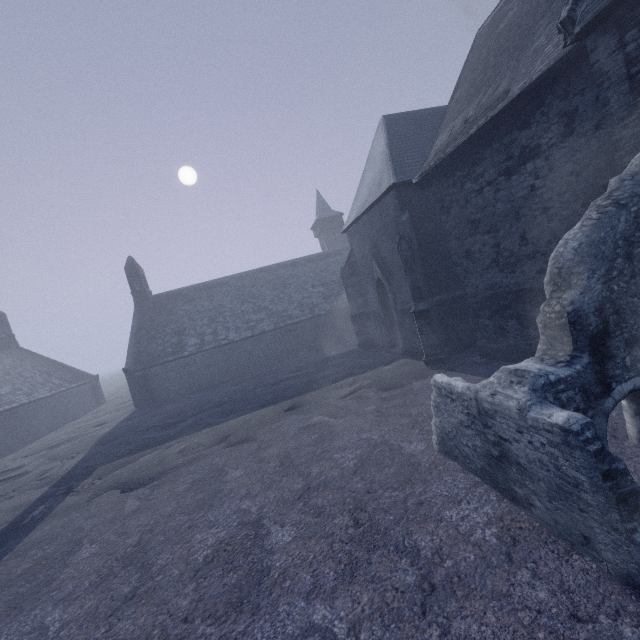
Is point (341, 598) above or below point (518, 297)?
below

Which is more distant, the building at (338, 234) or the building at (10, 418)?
the building at (10, 418)

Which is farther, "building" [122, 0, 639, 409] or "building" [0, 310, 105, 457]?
"building" [0, 310, 105, 457]
